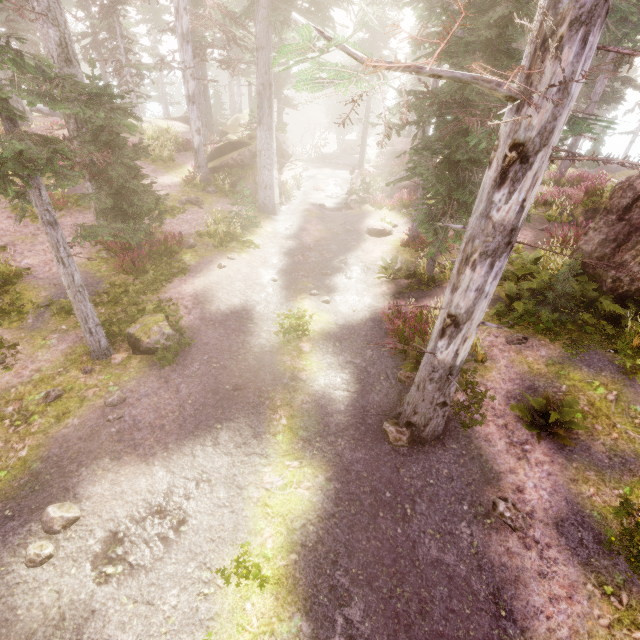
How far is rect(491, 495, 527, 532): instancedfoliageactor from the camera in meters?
5.8 m

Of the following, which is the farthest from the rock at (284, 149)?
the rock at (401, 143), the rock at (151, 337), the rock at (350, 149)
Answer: the rock at (350, 149)

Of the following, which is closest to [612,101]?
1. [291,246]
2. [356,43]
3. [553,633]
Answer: [356,43]

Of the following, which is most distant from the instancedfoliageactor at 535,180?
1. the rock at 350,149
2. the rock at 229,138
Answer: the rock at 350,149

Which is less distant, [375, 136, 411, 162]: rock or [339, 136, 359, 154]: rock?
[375, 136, 411, 162]: rock

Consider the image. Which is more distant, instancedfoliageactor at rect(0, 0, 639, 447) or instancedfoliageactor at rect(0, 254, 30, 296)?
instancedfoliageactor at rect(0, 254, 30, 296)

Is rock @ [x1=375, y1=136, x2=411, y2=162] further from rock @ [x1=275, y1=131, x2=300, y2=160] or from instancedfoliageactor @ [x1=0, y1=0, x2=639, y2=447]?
rock @ [x1=275, y1=131, x2=300, y2=160]

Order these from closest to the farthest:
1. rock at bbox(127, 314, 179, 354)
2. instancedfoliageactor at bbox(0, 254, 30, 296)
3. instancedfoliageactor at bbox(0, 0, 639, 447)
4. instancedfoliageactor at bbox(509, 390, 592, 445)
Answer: instancedfoliageactor at bbox(0, 0, 639, 447) → instancedfoliageactor at bbox(509, 390, 592, 445) → rock at bbox(127, 314, 179, 354) → instancedfoliageactor at bbox(0, 254, 30, 296)
